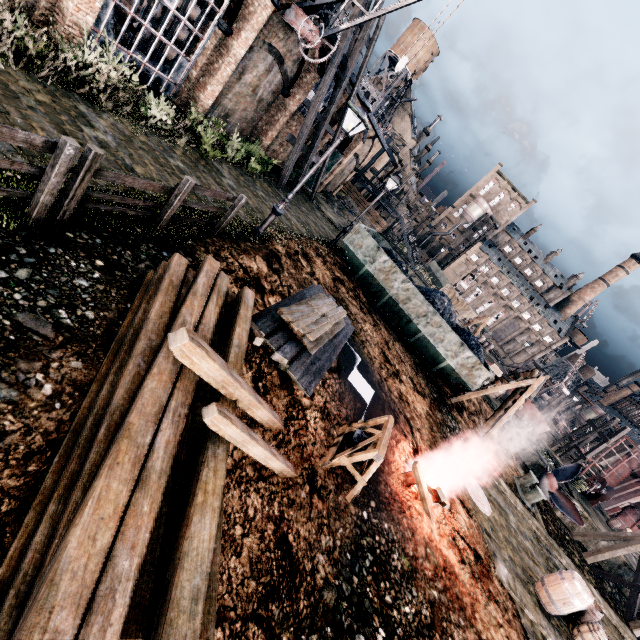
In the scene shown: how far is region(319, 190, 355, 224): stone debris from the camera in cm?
3281

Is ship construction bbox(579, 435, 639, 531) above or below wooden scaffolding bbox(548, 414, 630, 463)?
below

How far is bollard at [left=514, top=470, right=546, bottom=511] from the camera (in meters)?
16.16

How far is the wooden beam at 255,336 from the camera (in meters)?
5.77

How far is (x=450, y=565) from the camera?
7.5 meters

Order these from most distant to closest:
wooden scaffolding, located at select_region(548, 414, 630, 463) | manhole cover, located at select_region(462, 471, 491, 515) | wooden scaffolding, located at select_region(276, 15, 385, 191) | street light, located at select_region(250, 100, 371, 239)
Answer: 1. wooden scaffolding, located at select_region(548, 414, 630, 463)
2. wooden scaffolding, located at select_region(276, 15, 385, 191)
3. manhole cover, located at select_region(462, 471, 491, 515)
4. street light, located at select_region(250, 100, 371, 239)

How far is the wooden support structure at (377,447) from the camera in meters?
6.0

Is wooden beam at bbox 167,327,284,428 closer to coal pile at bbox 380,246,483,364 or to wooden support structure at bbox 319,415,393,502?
wooden support structure at bbox 319,415,393,502
